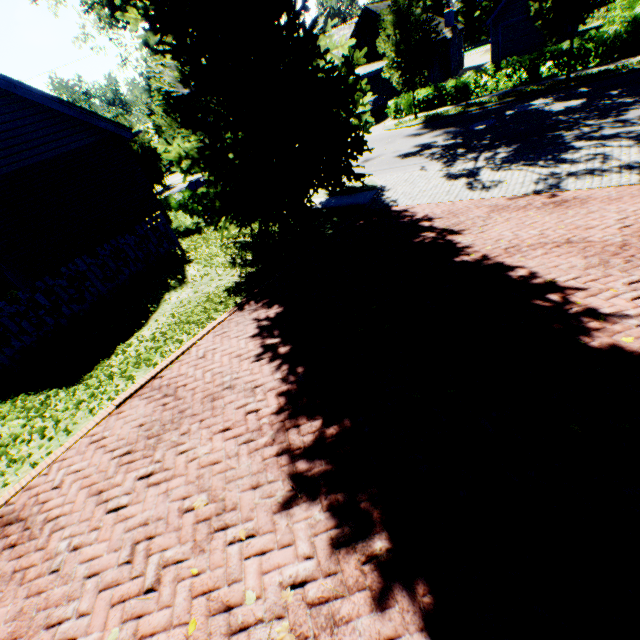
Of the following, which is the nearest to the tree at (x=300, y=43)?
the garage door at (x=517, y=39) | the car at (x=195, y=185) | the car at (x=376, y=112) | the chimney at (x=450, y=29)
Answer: the car at (x=195, y=185)

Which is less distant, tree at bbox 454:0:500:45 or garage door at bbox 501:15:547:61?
garage door at bbox 501:15:547:61

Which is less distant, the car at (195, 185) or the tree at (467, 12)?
the car at (195, 185)

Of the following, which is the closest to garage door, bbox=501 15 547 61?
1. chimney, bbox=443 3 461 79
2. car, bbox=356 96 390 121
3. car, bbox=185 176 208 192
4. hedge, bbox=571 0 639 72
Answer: chimney, bbox=443 3 461 79

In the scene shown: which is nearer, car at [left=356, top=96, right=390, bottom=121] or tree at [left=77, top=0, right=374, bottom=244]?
tree at [left=77, top=0, right=374, bottom=244]

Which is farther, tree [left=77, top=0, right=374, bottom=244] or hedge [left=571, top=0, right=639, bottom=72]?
hedge [left=571, top=0, right=639, bottom=72]

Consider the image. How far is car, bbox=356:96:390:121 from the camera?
25.5 meters

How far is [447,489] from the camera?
3.00m
